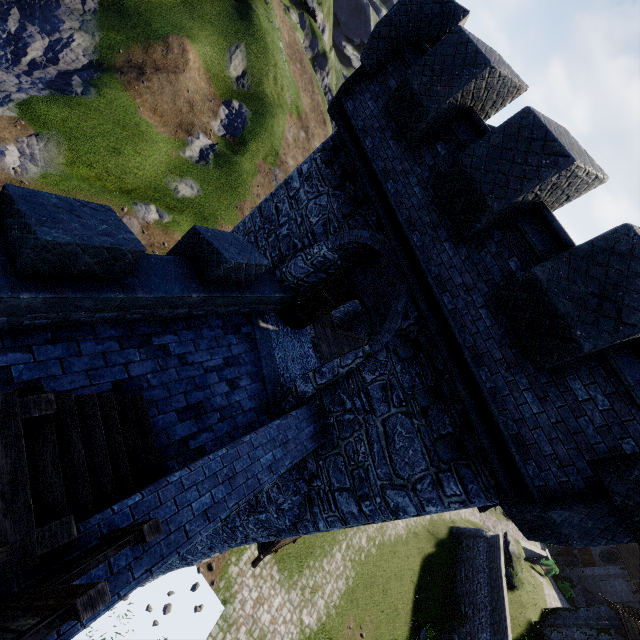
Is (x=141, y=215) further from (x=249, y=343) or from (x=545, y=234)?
(x=545, y=234)

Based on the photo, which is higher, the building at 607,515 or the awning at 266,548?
the building at 607,515

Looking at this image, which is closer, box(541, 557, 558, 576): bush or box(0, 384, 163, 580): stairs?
box(0, 384, 163, 580): stairs

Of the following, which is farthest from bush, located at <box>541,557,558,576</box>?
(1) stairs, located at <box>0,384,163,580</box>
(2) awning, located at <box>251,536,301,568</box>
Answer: (1) stairs, located at <box>0,384,163,580</box>

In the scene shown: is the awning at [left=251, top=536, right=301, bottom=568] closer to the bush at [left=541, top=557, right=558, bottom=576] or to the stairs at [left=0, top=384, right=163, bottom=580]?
the stairs at [left=0, top=384, right=163, bottom=580]

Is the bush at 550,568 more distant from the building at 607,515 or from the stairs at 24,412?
the stairs at 24,412

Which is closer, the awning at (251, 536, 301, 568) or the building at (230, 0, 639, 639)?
the building at (230, 0, 639, 639)

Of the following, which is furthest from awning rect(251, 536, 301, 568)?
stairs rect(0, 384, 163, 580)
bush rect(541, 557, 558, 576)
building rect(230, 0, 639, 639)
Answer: bush rect(541, 557, 558, 576)
